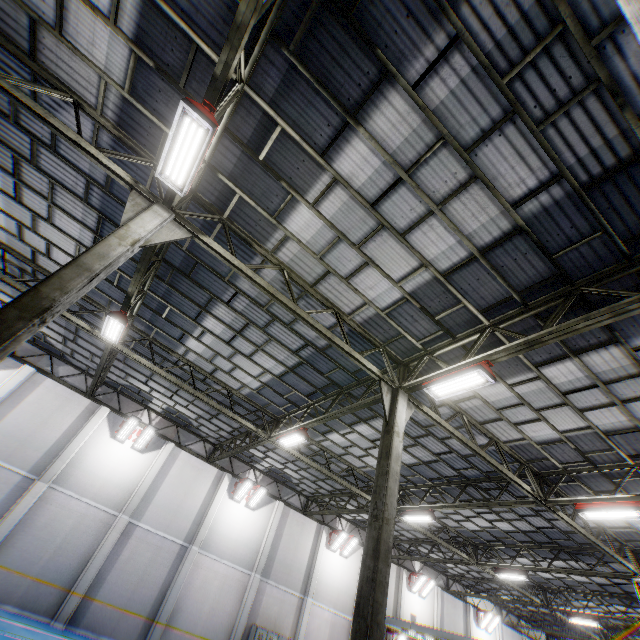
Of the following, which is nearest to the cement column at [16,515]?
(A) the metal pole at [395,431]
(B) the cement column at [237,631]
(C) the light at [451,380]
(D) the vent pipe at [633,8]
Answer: (B) the cement column at [237,631]

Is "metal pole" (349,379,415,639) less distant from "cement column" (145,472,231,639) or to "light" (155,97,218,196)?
"light" (155,97,218,196)

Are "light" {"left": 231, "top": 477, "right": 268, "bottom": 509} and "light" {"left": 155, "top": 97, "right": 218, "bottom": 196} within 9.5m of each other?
no

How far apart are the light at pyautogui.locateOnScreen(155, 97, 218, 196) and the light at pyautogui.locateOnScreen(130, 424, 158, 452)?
15.20m

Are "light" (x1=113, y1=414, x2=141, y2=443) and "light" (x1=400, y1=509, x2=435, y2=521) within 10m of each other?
no

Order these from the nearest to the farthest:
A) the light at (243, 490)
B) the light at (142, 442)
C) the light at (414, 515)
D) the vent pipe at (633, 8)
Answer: the vent pipe at (633, 8) → the light at (414, 515) → the light at (142, 442) → the light at (243, 490)

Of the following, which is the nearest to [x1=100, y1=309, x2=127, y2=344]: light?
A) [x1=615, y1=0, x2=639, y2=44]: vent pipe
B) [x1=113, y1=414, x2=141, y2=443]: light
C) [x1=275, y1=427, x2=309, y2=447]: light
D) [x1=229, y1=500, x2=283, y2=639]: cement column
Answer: [x1=275, y1=427, x2=309, y2=447]: light

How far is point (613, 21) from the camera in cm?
422
